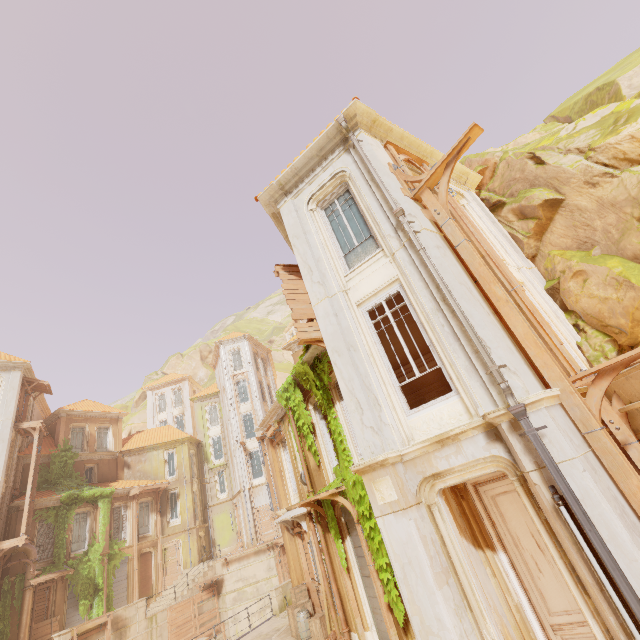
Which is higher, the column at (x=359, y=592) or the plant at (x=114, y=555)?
the plant at (x=114, y=555)

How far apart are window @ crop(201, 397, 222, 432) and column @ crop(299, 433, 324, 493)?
27.0m

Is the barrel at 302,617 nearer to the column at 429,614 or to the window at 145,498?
the column at 429,614

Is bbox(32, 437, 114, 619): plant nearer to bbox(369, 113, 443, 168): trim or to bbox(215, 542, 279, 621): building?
bbox(215, 542, 279, 621): building

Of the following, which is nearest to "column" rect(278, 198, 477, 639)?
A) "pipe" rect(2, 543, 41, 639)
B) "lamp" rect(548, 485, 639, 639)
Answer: "lamp" rect(548, 485, 639, 639)

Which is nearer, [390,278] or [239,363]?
[390,278]

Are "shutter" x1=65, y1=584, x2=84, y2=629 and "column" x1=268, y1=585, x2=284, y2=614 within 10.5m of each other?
no

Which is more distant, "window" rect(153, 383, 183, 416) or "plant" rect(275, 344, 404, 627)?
"window" rect(153, 383, 183, 416)
